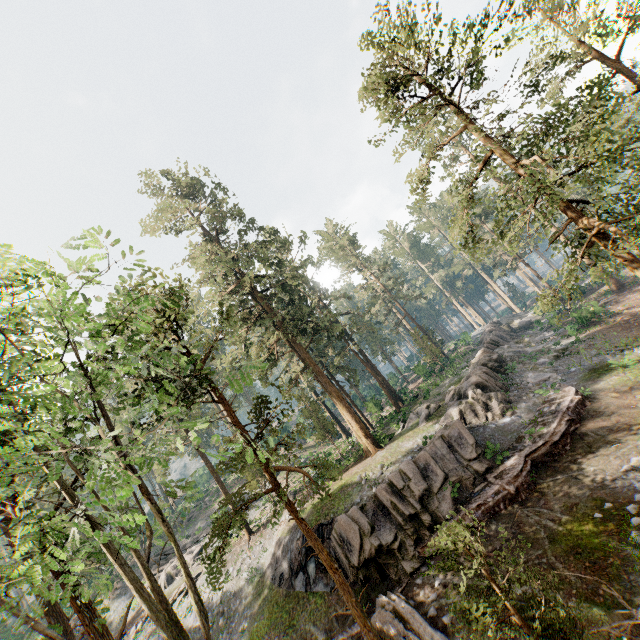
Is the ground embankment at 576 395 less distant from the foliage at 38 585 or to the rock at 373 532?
the rock at 373 532

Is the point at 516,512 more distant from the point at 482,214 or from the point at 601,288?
the point at 601,288

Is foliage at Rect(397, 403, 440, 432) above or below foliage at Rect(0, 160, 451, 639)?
below

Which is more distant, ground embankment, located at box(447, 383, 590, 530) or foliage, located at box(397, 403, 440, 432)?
foliage, located at box(397, 403, 440, 432)

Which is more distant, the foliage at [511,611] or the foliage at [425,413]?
the foliage at [425,413]

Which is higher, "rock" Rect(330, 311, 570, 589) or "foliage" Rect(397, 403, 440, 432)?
"foliage" Rect(397, 403, 440, 432)

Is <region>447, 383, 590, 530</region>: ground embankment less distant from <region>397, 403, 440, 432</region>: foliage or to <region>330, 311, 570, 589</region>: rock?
<region>330, 311, 570, 589</region>: rock

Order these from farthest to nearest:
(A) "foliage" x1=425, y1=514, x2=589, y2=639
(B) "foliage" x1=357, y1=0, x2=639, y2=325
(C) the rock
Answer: (C) the rock < (B) "foliage" x1=357, y1=0, x2=639, y2=325 < (A) "foliage" x1=425, y1=514, x2=589, y2=639
